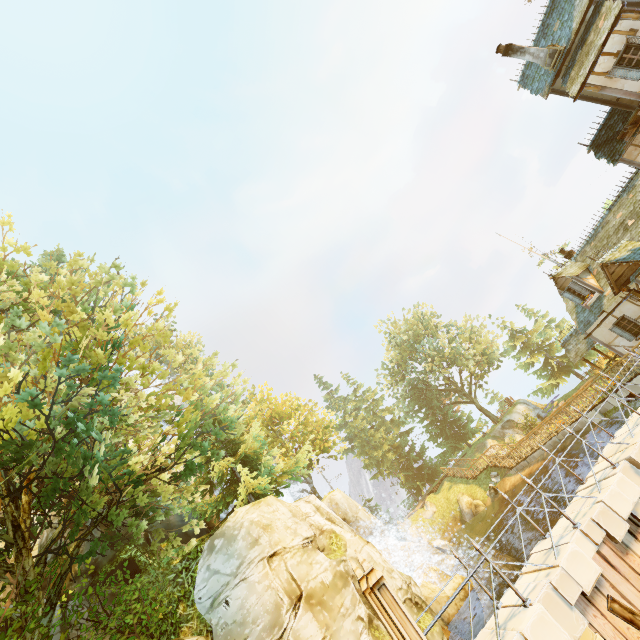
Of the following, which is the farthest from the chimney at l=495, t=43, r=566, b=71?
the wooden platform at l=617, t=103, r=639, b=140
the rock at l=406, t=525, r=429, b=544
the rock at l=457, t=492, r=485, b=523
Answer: the rock at l=406, t=525, r=429, b=544

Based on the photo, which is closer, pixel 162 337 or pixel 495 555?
pixel 495 555

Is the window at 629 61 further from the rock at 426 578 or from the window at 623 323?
the rock at 426 578

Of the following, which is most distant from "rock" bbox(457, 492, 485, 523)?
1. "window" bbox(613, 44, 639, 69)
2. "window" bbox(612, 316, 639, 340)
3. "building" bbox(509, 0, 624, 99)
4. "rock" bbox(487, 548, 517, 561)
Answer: "window" bbox(613, 44, 639, 69)

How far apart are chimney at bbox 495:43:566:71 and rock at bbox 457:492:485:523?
31.6m

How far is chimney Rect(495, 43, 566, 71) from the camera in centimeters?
1569cm

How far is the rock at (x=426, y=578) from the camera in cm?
1422

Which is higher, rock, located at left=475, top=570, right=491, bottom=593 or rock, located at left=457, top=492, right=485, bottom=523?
rock, located at left=457, top=492, right=485, bottom=523
